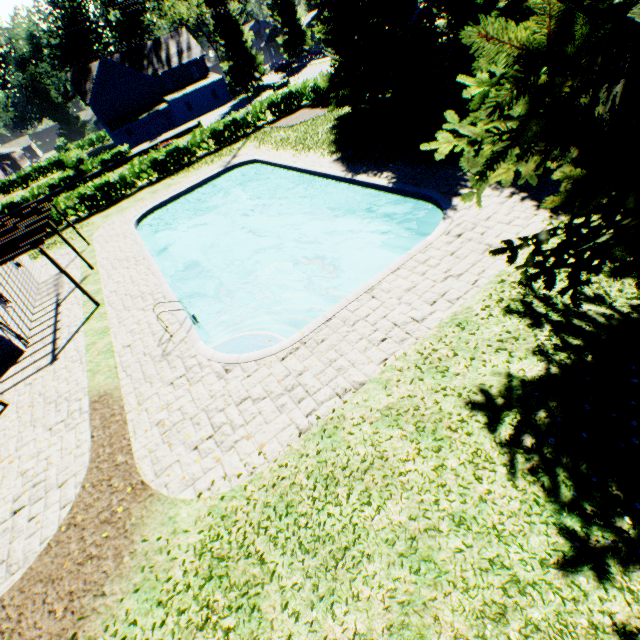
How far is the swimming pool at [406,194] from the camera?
9.5m

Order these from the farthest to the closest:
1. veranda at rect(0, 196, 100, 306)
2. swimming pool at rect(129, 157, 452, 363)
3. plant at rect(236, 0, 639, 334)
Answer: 1. veranda at rect(0, 196, 100, 306)
2. swimming pool at rect(129, 157, 452, 363)
3. plant at rect(236, 0, 639, 334)

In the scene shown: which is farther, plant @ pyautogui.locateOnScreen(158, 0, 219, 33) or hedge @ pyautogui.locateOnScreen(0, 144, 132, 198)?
plant @ pyautogui.locateOnScreen(158, 0, 219, 33)

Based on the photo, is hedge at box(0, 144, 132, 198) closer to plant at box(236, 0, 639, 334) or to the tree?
the tree

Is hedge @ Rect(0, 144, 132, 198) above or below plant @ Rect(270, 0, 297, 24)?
below

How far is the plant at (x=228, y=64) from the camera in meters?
49.6

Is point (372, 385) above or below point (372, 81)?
below

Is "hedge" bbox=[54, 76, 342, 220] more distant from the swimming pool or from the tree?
the swimming pool
